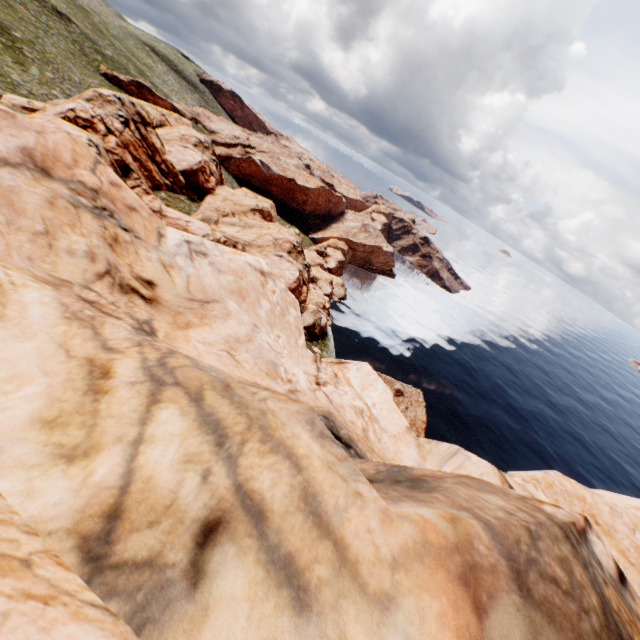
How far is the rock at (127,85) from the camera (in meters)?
56.33

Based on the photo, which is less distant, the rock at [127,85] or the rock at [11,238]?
the rock at [11,238]

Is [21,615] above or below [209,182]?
above

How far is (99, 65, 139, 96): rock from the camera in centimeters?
5633cm

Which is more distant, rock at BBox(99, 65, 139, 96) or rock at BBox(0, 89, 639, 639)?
rock at BBox(99, 65, 139, 96)
